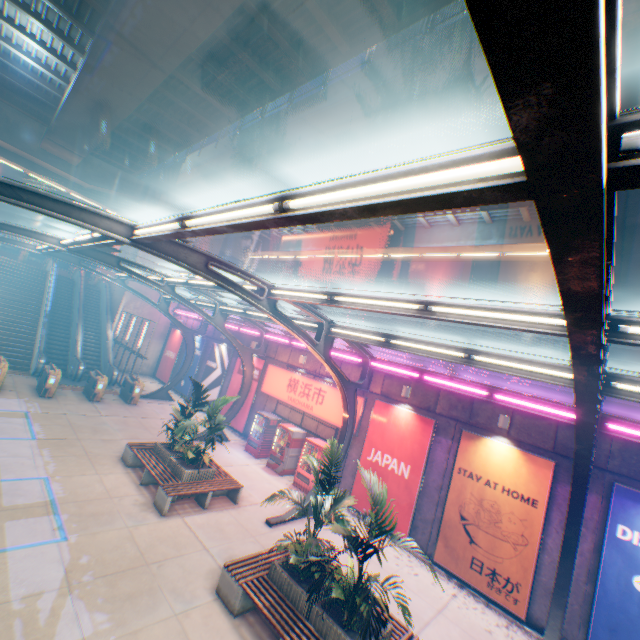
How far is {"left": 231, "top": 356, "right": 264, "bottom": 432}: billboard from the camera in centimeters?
1850cm

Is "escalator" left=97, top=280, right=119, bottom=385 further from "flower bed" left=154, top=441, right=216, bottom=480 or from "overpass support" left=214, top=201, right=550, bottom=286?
"flower bed" left=154, top=441, right=216, bottom=480

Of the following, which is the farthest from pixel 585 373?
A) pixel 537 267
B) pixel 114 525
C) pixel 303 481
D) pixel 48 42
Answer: pixel 537 267

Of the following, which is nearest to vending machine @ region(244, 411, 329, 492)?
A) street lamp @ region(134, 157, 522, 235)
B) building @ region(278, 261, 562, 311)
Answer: street lamp @ region(134, 157, 522, 235)

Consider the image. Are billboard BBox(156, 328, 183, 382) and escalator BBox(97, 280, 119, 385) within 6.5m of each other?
yes

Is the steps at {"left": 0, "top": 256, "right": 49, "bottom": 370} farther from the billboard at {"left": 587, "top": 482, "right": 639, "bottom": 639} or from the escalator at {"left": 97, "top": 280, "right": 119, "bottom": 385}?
the billboard at {"left": 587, "top": 482, "right": 639, "bottom": 639}

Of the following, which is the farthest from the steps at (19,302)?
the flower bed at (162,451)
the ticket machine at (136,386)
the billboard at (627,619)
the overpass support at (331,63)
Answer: the billboard at (627,619)

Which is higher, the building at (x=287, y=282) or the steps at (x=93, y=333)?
the building at (x=287, y=282)
